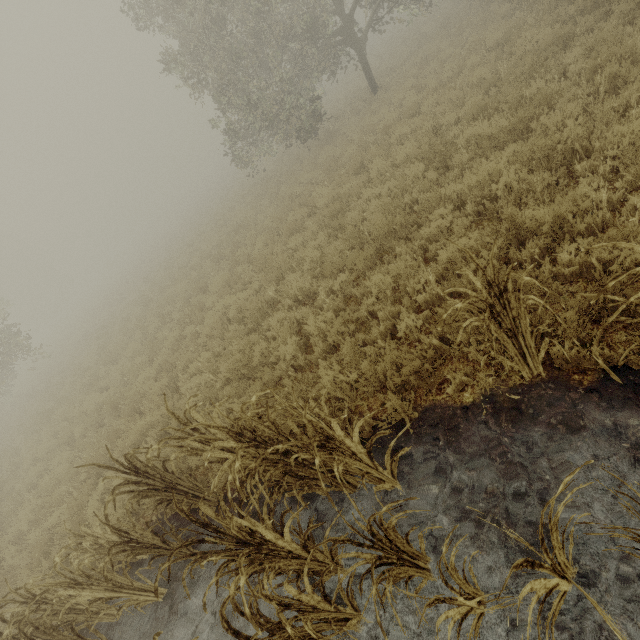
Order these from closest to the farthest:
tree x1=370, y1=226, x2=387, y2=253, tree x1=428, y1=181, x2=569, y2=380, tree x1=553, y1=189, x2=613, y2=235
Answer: tree x1=428, y1=181, x2=569, y2=380 < tree x1=553, y1=189, x2=613, y2=235 < tree x1=370, y1=226, x2=387, y2=253

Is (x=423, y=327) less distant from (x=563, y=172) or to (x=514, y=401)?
(x=514, y=401)

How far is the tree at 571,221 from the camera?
3.9 meters

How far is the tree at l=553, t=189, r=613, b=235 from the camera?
3.9 meters
